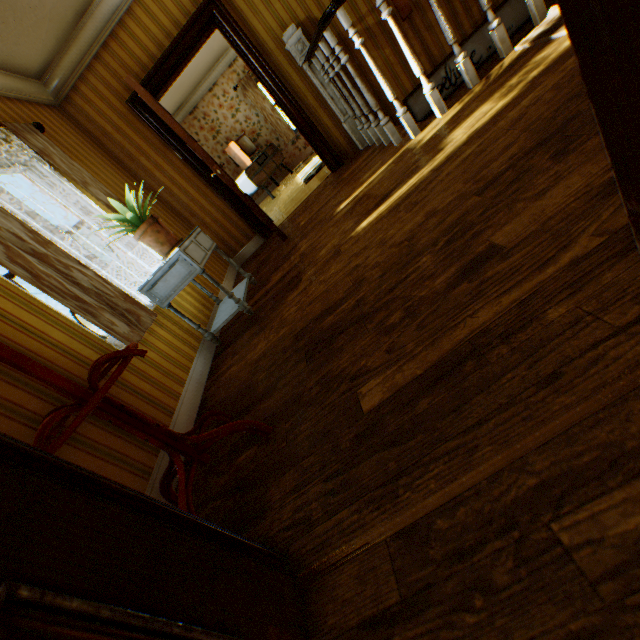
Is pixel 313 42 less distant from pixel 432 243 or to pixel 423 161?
pixel 423 161

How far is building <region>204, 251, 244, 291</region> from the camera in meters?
4.4 m

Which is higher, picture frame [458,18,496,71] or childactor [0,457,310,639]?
childactor [0,457,310,639]

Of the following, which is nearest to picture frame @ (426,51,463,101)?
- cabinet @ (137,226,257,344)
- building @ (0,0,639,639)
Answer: building @ (0,0,639,639)

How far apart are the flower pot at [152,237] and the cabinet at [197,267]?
0.02m

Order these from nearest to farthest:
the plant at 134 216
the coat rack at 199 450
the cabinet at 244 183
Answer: the coat rack at 199 450 → the plant at 134 216 → the cabinet at 244 183

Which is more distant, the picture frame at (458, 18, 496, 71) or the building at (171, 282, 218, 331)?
the picture frame at (458, 18, 496, 71)

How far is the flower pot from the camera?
2.7m
